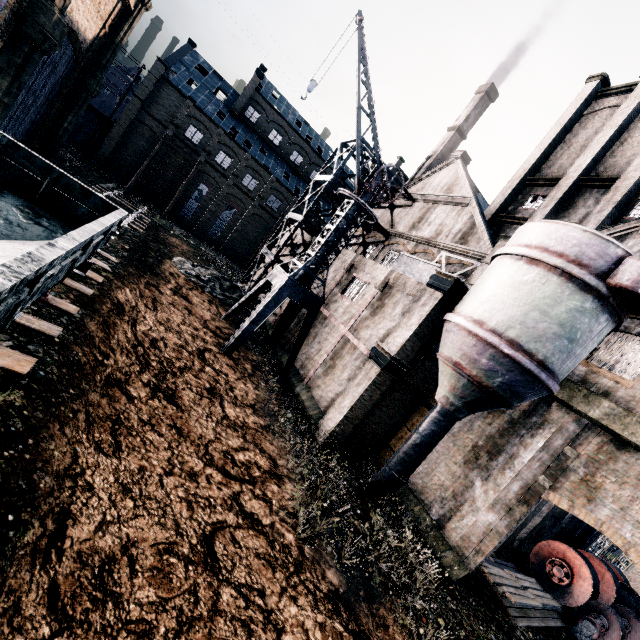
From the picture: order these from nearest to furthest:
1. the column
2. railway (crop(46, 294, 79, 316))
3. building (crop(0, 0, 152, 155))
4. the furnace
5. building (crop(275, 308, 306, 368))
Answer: railway (crop(46, 294, 79, 316)) → the column → building (crop(0, 0, 152, 155)) → building (crop(275, 308, 306, 368)) → the furnace

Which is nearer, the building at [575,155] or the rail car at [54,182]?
the rail car at [54,182]

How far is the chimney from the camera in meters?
42.4 m

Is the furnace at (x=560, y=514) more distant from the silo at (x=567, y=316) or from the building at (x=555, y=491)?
the silo at (x=567, y=316)

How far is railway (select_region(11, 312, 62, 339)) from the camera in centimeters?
895cm

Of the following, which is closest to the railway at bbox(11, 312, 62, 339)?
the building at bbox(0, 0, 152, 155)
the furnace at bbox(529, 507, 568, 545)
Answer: the building at bbox(0, 0, 152, 155)

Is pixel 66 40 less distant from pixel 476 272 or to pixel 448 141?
pixel 476 272

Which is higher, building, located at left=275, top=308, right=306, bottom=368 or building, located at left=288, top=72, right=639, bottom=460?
building, located at left=288, top=72, right=639, bottom=460
